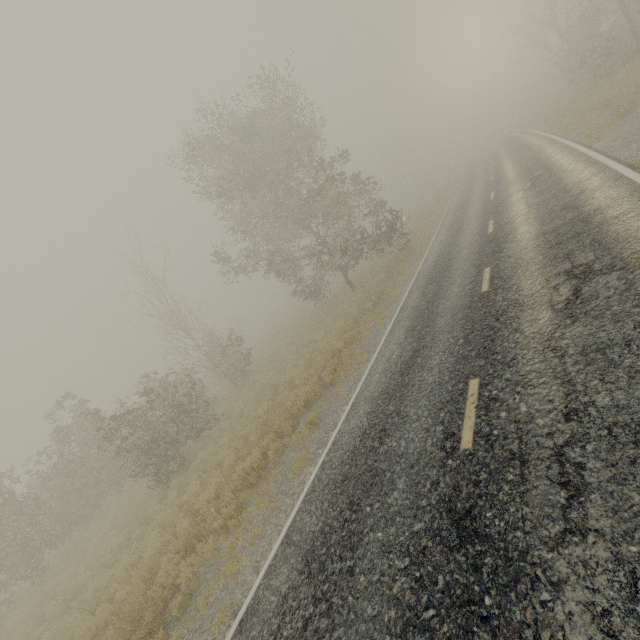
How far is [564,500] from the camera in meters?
3.2

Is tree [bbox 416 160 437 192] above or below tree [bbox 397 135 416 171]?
below

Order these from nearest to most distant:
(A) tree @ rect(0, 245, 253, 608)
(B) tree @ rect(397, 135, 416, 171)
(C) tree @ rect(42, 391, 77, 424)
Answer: (A) tree @ rect(0, 245, 253, 608), (C) tree @ rect(42, 391, 77, 424), (B) tree @ rect(397, 135, 416, 171)

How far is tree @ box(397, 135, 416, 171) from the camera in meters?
55.1

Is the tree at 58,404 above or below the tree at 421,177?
above

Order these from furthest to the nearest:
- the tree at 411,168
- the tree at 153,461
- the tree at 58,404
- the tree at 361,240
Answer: the tree at 411,168
the tree at 58,404
the tree at 361,240
the tree at 153,461

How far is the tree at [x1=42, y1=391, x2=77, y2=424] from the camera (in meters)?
18.28

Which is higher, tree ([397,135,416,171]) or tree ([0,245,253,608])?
tree ([397,135,416,171])
